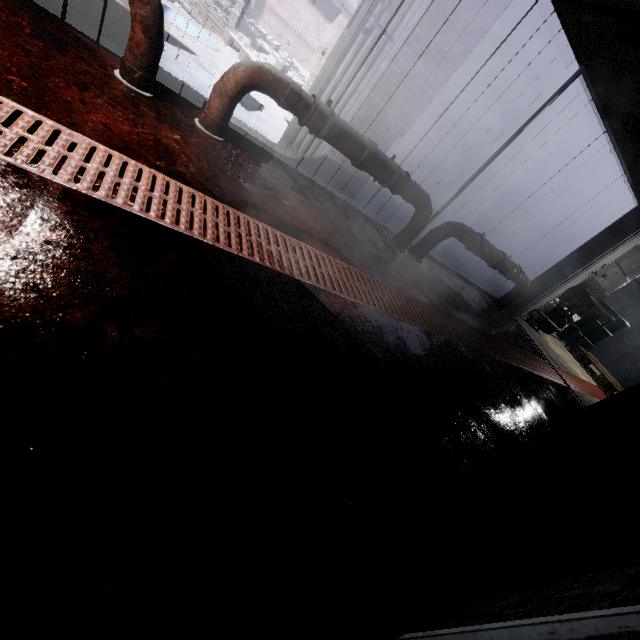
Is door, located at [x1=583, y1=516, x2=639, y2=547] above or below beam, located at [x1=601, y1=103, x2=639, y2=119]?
below

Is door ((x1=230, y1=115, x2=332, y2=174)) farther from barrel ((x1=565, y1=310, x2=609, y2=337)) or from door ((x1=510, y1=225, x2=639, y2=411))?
barrel ((x1=565, y1=310, x2=609, y2=337))

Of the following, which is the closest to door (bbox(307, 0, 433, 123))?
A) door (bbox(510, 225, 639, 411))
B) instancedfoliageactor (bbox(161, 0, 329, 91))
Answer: instancedfoliageactor (bbox(161, 0, 329, 91))

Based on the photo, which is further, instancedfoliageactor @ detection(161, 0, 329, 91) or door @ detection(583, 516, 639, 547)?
instancedfoliageactor @ detection(161, 0, 329, 91)

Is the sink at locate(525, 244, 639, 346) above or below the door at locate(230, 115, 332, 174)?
above

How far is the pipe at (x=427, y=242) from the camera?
3.35m

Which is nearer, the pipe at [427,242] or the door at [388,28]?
the door at [388,28]

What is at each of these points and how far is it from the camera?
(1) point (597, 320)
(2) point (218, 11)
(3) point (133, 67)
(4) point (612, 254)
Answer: (1) barrel, 6.41m
(2) instancedfoliageactor, 6.21m
(3) pipe, 1.83m
(4) door, 4.51m
